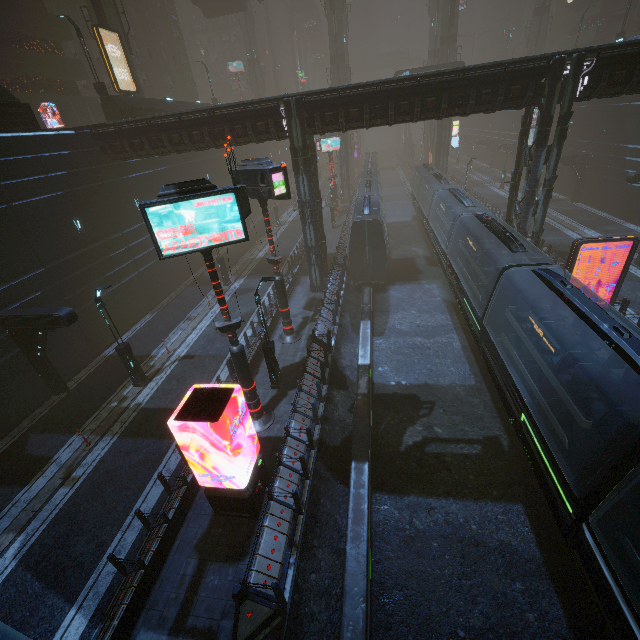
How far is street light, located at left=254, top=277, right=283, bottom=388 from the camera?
12.9 meters

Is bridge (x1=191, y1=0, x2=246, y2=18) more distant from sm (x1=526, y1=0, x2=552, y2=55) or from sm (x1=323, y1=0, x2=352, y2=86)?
sm (x1=526, y1=0, x2=552, y2=55)

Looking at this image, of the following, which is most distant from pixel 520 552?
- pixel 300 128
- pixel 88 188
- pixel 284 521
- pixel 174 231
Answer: pixel 88 188

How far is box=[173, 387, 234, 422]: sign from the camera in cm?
842

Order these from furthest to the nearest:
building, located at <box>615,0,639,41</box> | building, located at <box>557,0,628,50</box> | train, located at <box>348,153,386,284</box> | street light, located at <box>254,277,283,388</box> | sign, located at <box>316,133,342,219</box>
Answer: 1. building, located at <box>557,0,628,50</box>
2. sign, located at <box>316,133,342,219</box>
3. building, located at <box>615,0,639,41</box>
4. train, located at <box>348,153,386,284</box>
5. street light, located at <box>254,277,283,388</box>

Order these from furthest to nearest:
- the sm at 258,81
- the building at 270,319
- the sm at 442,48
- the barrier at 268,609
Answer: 1. the sm at 258,81
2. the sm at 442,48
3. the building at 270,319
4. the barrier at 268,609

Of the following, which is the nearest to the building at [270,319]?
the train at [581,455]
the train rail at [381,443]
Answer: → the train rail at [381,443]

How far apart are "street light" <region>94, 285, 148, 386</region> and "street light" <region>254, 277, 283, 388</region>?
6.65m
